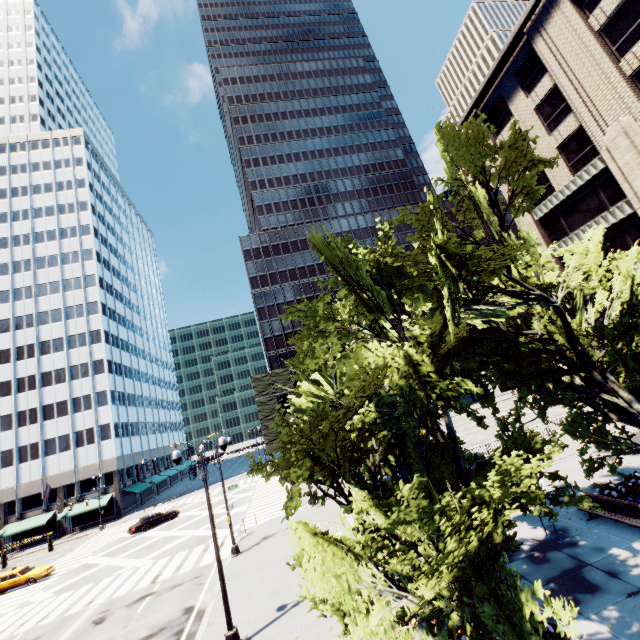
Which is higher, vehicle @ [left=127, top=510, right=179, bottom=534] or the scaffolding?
the scaffolding

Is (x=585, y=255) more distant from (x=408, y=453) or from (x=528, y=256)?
(x=408, y=453)

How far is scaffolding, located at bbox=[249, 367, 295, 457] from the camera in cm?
5216

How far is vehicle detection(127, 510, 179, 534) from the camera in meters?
34.9

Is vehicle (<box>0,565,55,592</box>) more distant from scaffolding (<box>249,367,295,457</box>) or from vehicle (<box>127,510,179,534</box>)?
scaffolding (<box>249,367,295,457</box>)

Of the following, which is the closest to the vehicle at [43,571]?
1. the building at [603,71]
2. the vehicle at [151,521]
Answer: the vehicle at [151,521]

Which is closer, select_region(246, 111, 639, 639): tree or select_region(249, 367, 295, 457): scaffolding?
select_region(246, 111, 639, 639): tree

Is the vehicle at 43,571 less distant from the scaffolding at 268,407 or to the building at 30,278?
the building at 30,278
